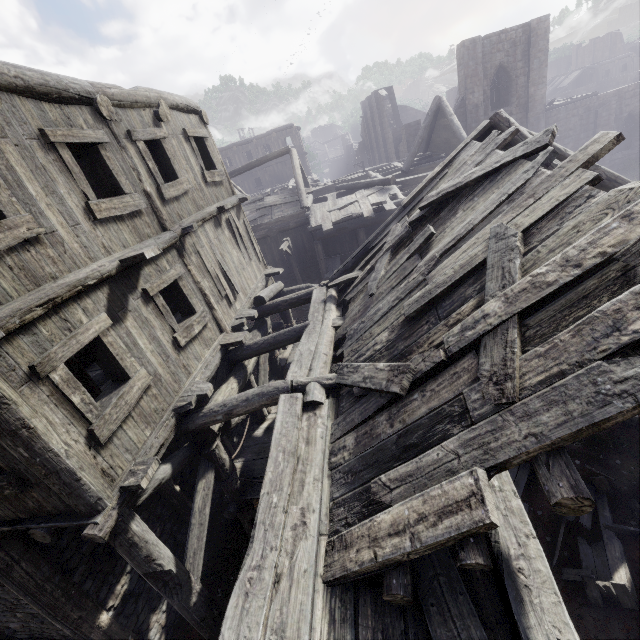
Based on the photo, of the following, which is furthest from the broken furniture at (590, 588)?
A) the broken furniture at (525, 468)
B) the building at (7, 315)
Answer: the building at (7, 315)

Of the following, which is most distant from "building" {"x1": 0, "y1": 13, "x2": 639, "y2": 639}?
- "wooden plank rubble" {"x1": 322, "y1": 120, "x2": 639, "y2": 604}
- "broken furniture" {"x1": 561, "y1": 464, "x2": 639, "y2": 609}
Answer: "broken furniture" {"x1": 561, "y1": 464, "x2": 639, "y2": 609}

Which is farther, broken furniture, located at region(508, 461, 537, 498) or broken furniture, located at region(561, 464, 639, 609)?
broken furniture, located at region(508, 461, 537, 498)

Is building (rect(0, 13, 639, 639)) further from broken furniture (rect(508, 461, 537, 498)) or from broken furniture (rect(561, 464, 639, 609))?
broken furniture (rect(561, 464, 639, 609))

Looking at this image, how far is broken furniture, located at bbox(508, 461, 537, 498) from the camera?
7.74m

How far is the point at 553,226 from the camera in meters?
3.4 m

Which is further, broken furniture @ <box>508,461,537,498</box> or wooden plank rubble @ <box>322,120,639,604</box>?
broken furniture @ <box>508,461,537,498</box>

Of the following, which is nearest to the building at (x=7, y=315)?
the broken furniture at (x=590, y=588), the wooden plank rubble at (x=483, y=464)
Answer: the wooden plank rubble at (x=483, y=464)
